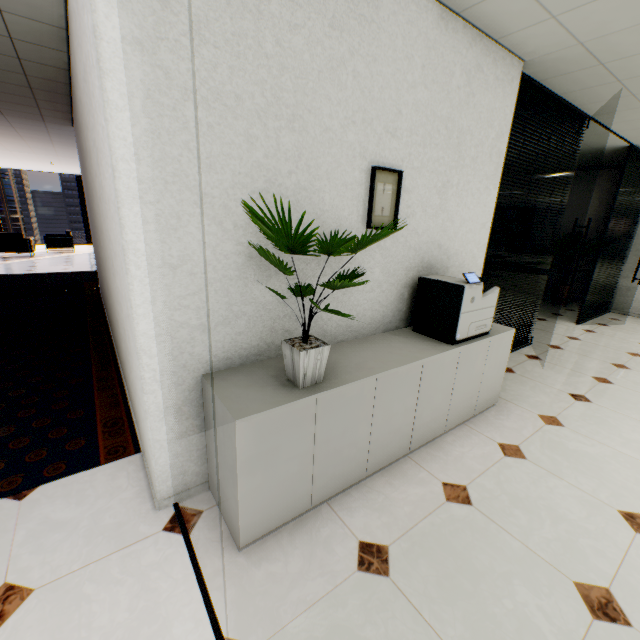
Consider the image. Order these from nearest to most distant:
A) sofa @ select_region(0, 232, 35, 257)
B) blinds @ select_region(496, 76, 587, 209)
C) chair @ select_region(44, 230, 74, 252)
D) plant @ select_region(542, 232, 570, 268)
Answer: blinds @ select_region(496, 76, 587, 209) → plant @ select_region(542, 232, 570, 268) → sofa @ select_region(0, 232, 35, 257) → chair @ select_region(44, 230, 74, 252)

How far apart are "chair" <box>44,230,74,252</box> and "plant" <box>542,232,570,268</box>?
15.15m

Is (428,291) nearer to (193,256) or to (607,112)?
(193,256)

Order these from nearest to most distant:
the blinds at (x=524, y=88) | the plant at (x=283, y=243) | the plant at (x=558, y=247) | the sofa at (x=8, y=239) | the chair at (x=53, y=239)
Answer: the plant at (x=283, y=243)
the blinds at (x=524, y=88)
the plant at (x=558, y=247)
the sofa at (x=8, y=239)
the chair at (x=53, y=239)

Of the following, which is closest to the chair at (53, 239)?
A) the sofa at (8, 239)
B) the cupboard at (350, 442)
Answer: the sofa at (8, 239)

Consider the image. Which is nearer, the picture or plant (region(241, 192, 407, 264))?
plant (region(241, 192, 407, 264))

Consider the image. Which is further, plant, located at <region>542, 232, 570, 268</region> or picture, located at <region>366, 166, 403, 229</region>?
plant, located at <region>542, 232, 570, 268</region>

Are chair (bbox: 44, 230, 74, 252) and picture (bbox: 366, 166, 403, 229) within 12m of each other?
no
